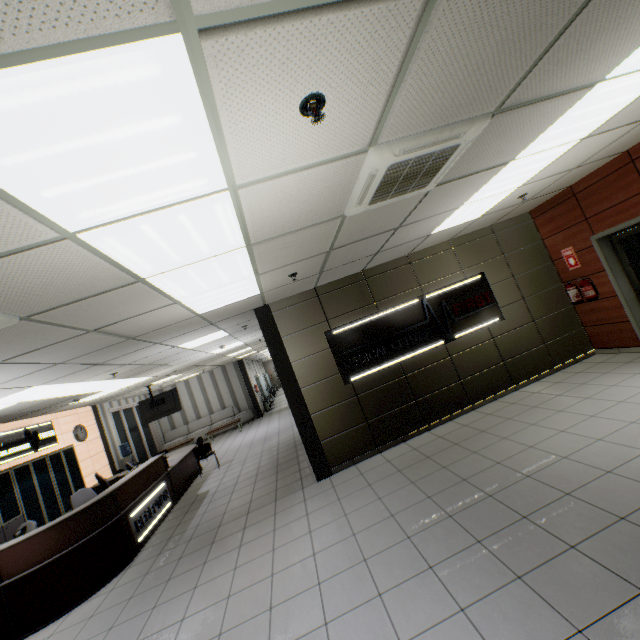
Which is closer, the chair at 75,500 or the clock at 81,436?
the chair at 75,500

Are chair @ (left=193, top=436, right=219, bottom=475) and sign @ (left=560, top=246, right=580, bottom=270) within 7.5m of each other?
no

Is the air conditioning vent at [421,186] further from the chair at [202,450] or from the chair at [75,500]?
the chair at [202,450]

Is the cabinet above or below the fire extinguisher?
below

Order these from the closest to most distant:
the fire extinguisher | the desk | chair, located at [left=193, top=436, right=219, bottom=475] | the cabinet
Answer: the desk → the fire extinguisher → the cabinet → chair, located at [left=193, top=436, right=219, bottom=475]

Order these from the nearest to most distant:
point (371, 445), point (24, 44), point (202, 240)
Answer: point (24, 44) → point (202, 240) → point (371, 445)

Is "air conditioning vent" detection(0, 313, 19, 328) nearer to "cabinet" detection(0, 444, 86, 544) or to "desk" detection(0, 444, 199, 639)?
"desk" detection(0, 444, 199, 639)

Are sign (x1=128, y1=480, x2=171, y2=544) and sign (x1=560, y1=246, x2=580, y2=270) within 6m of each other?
no
